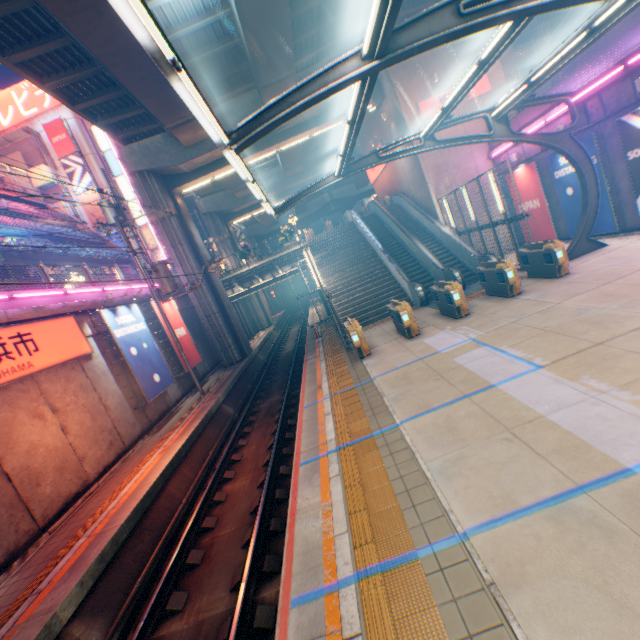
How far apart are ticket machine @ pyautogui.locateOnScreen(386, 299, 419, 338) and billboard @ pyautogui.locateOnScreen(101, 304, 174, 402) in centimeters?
1093cm

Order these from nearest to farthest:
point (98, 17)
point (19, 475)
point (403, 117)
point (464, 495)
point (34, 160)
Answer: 1. point (464, 495)
2. point (19, 475)
3. point (98, 17)
4. point (403, 117)
5. point (34, 160)

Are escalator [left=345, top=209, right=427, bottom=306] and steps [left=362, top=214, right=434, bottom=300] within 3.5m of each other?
yes

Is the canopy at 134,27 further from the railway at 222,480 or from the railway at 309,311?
the railway at 222,480

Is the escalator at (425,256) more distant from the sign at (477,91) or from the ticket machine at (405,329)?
the sign at (477,91)

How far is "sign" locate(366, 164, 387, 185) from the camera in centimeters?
2646cm

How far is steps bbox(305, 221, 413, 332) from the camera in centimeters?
1791cm

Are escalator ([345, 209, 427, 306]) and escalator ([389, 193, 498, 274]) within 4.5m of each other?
yes
